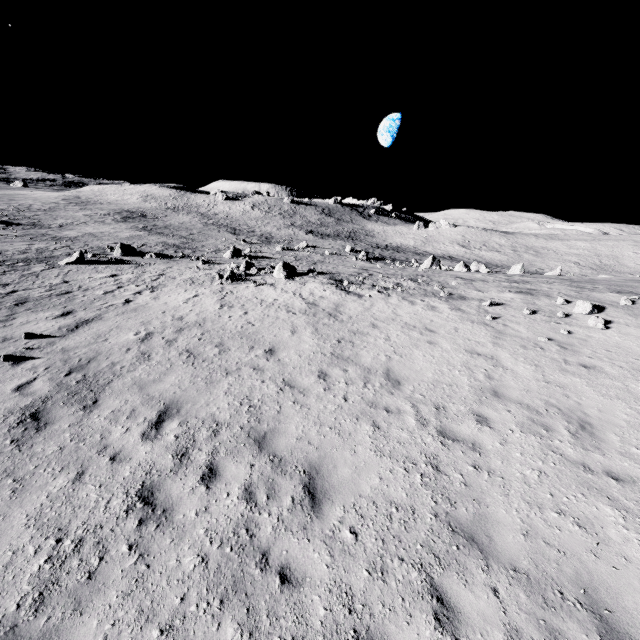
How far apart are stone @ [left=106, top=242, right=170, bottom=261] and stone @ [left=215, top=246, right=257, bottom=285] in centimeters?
1149cm

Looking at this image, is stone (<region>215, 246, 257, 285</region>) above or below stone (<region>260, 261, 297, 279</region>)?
below

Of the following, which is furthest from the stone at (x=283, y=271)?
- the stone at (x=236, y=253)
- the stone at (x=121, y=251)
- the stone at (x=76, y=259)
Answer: the stone at (x=121, y=251)

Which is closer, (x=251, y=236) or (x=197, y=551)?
(x=197, y=551)

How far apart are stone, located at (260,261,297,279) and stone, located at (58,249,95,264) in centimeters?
1636cm

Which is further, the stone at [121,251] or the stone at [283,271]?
the stone at [121,251]

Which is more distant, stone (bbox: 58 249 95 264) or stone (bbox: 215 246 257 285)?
stone (bbox: 58 249 95 264)

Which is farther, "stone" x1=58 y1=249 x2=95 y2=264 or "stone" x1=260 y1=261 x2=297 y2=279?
"stone" x1=58 y1=249 x2=95 y2=264
